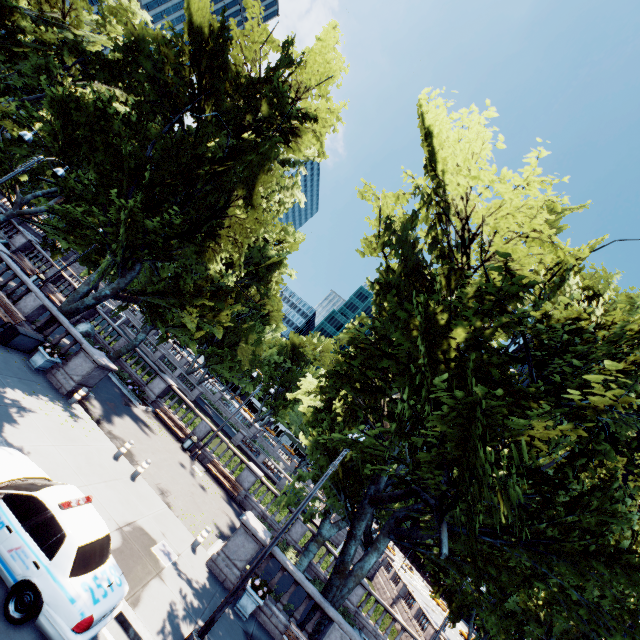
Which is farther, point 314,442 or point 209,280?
point 209,280

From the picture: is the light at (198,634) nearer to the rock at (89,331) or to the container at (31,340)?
the container at (31,340)

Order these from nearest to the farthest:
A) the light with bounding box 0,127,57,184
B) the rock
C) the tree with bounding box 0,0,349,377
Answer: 1. the light with bounding box 0,127,57,184
2. the tree with bounding box 0,0,349,377
3. the rock

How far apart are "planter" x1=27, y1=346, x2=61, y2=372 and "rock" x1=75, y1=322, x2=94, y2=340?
10.7 meters

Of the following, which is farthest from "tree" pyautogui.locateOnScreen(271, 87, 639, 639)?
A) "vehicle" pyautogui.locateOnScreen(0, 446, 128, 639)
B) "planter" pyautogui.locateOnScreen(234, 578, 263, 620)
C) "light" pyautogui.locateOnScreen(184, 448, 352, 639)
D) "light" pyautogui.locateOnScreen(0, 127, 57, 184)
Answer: "vehicle" pyautogui.locateOnScreen(0, 446, 128, 639)

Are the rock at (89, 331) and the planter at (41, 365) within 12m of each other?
yes

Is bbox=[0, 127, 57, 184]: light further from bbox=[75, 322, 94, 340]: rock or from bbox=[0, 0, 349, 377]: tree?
bbox=[75, 322, 94, 340]: rock

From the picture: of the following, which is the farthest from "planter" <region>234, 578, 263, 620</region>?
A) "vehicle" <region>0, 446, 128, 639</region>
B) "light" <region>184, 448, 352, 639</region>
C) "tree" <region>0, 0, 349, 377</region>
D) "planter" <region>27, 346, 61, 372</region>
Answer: "planter" <region>27, 346, 61, 372</region>
